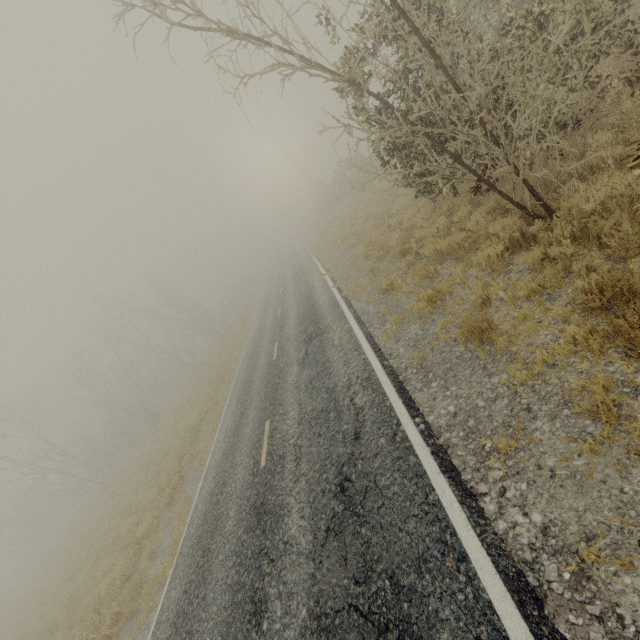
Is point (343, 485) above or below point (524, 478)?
above

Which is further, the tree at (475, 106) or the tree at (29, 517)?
the tree at (29, 517)

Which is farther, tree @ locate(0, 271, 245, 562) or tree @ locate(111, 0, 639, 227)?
tree @ locate(0, 271, 245, 562)
